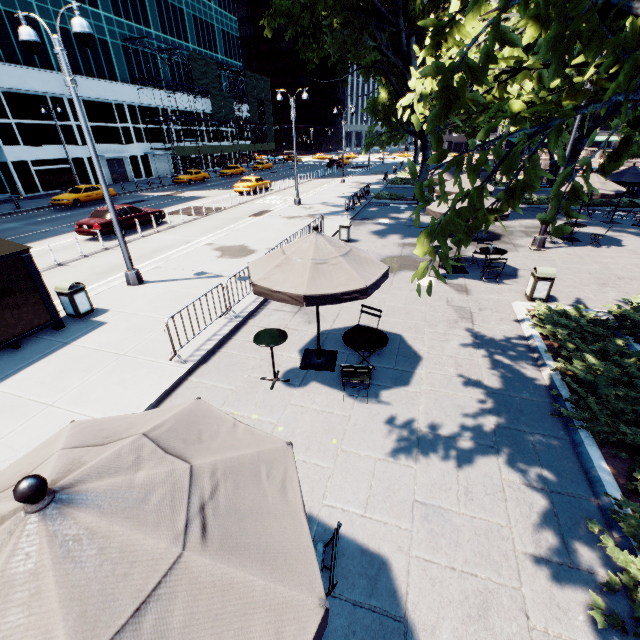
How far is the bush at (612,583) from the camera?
3.5 meters

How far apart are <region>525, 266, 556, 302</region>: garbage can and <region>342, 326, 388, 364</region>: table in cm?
609

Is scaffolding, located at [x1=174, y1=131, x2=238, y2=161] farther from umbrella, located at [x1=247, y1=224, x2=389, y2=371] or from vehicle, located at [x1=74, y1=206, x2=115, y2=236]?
umbrella, located at [x1=247, y1=224, x2=389, y2=371]

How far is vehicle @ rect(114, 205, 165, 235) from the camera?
18.1 meters

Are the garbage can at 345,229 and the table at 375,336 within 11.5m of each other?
yes

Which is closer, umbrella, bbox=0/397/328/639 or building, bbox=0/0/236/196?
umbrella, bbox=0/397/328/639

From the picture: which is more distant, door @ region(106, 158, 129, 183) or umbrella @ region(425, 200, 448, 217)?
door @ region(106, 158, 129, 183)

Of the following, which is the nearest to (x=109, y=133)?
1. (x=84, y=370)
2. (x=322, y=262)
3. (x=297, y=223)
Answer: (x=297, y=223)
